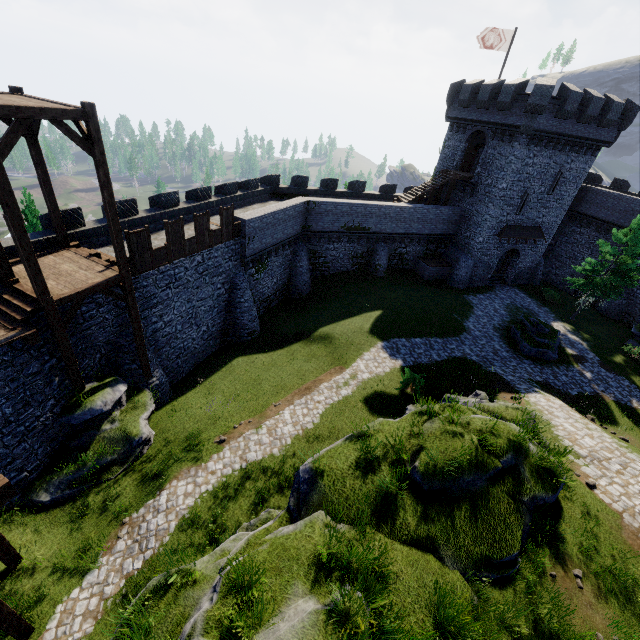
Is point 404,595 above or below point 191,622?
above

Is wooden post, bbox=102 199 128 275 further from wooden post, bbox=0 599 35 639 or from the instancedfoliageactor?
the instancedfoliageactor

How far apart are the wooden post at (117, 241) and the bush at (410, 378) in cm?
1462

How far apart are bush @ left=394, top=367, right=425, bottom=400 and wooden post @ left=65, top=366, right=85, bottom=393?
15.2m

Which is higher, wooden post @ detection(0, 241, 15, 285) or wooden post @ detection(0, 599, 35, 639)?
wooden post @ detection(0, 241, 15, 285)

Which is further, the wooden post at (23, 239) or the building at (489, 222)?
the building at (489, 222)

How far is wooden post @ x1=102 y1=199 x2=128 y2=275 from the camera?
11.92m

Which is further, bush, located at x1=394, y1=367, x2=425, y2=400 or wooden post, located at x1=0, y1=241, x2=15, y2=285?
bush, located at x1=394, y1=367, x2=425, y2=400
